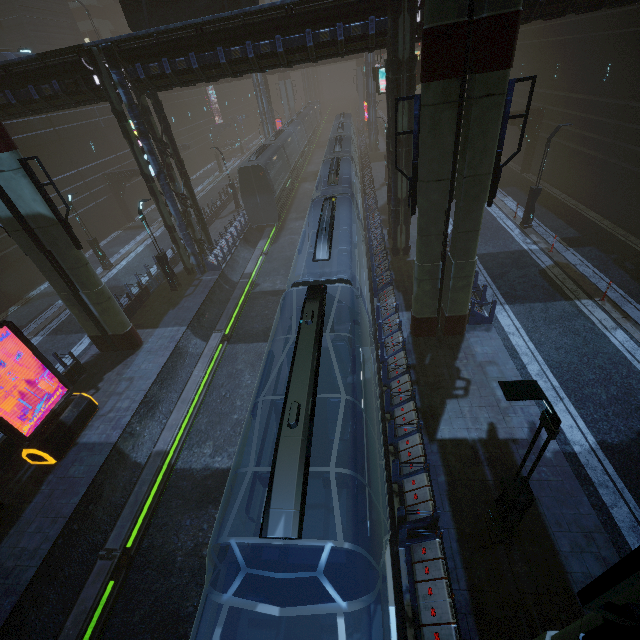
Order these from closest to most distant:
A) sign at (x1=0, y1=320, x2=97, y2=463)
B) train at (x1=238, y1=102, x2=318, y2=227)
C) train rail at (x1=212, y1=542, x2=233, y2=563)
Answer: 1. train rail at (x1=212, y1=542, x2=233, y2=563)
2. sign at (x1=0, y1=320, x2=97, y2=463)
3. train at (x1=238, y1=102, x2=318, y2=227)

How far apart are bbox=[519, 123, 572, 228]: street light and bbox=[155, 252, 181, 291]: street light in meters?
21.8

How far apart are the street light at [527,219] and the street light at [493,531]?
18.20m

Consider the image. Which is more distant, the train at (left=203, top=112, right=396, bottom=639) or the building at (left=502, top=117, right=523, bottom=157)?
the building at (left=502, top=117, right=523, bottom=157)

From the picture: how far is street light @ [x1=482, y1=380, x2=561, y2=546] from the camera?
4.8m

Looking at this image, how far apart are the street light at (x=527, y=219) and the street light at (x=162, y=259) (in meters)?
21.80

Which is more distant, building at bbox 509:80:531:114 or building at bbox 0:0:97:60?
building at bbox 0:0:97:60

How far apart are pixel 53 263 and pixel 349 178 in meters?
17.4
